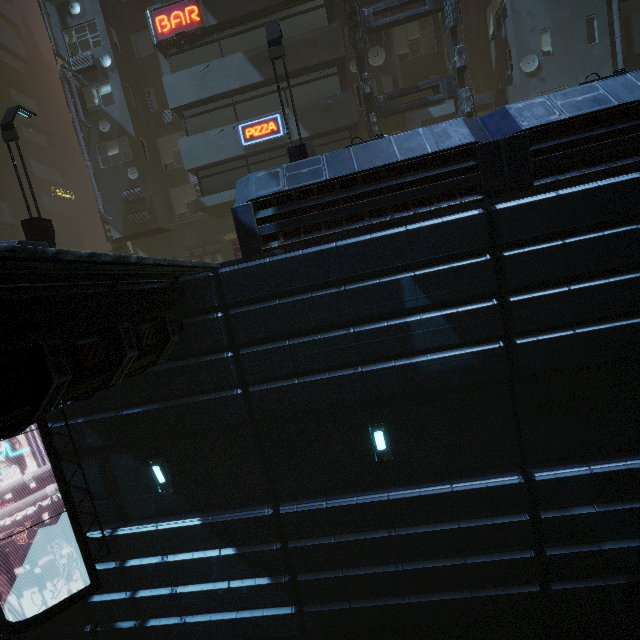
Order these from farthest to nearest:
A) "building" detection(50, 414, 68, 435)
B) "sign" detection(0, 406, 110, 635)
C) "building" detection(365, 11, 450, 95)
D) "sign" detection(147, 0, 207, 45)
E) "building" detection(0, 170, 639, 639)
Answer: "building" detection(365, 11, 450, 95) < "sign" detection(147, 0, 207, 45) < "building" detection(50, 414, 68, 435) < "sign" detection(0, 406, 110, 635) < "building" detection(0, 170, 639, 639)

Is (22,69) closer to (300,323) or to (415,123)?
(415,123)

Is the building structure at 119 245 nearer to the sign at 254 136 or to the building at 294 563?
the building at 294 563

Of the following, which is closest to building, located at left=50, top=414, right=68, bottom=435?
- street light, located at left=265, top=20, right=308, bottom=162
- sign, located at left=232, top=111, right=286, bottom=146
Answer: sign, located at left=232, top=111, right=286, bottom=146

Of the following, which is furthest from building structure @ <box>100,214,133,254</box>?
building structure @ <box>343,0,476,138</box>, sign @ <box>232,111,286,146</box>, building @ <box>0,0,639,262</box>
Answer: building structure @ <box>343,0,476,138</box>

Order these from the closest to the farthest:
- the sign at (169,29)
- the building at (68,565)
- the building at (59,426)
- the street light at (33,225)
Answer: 1. the building at (59,426)
2. the building at (68,565)
3. the street light at (33,225)
4. the sign at (169,29)

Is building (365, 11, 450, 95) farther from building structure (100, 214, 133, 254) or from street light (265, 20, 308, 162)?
street light (265, 20, 308, 162)

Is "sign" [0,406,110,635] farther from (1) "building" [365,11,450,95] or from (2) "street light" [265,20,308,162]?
(2) "street light" [265,20,308,162]
